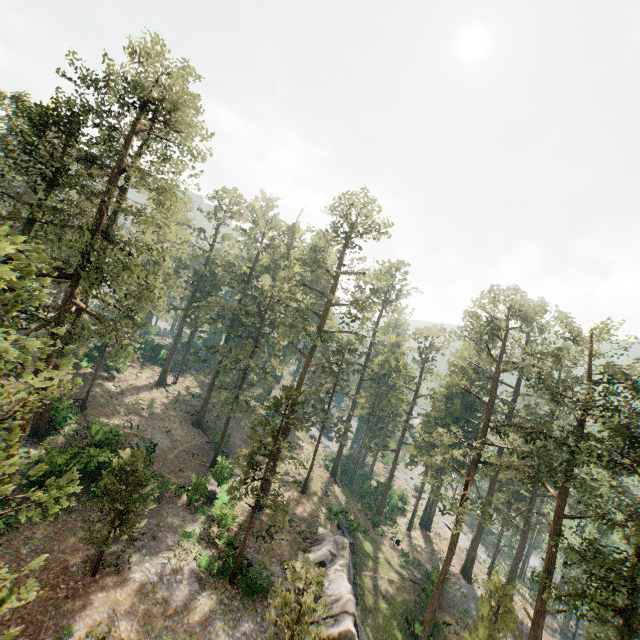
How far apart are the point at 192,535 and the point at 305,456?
26.5 meters

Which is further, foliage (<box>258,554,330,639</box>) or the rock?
the rock

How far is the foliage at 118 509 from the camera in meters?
18.6

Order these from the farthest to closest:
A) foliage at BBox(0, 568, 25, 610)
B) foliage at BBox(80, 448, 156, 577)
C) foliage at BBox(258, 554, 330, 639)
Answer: foliage at BBox(80, 448, 156, 577) < foliage at BBox(258, 554, 330, 639) < foliage at BBox(0, 568, 25, 610)

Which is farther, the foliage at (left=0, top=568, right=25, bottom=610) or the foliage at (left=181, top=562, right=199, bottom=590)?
the foliage at (left=181, top=562, right=199, bottom=590)

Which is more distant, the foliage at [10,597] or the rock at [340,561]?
the rock at [340,561]
